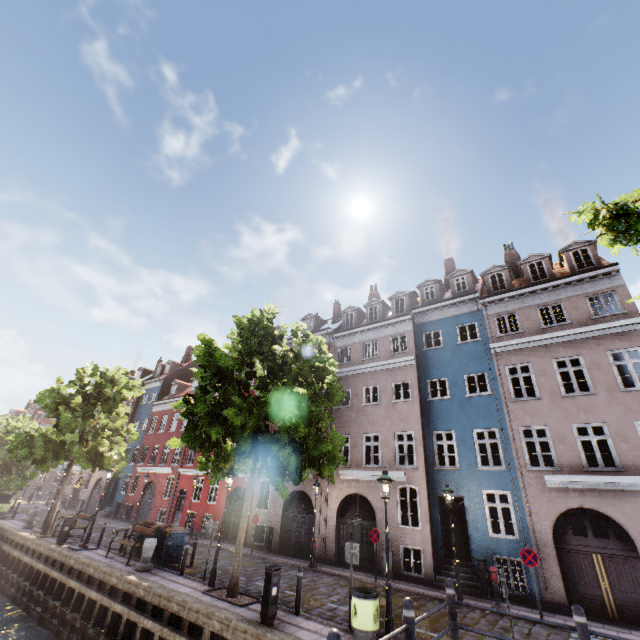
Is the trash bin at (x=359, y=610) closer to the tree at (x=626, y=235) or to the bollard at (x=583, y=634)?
the tree at (x=626, y=235)

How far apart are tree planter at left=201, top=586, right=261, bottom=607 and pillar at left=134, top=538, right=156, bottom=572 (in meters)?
3.73

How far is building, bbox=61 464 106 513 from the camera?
34.2m

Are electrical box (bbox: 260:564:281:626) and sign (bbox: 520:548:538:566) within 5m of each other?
no

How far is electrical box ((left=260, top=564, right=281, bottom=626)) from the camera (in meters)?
8.47

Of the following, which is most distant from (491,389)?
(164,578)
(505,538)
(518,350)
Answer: (164,578)

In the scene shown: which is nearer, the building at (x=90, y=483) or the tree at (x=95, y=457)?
the tree at (x=95, y=457)

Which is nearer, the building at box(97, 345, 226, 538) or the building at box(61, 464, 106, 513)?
the building at box(97, 345, 226, 538)
